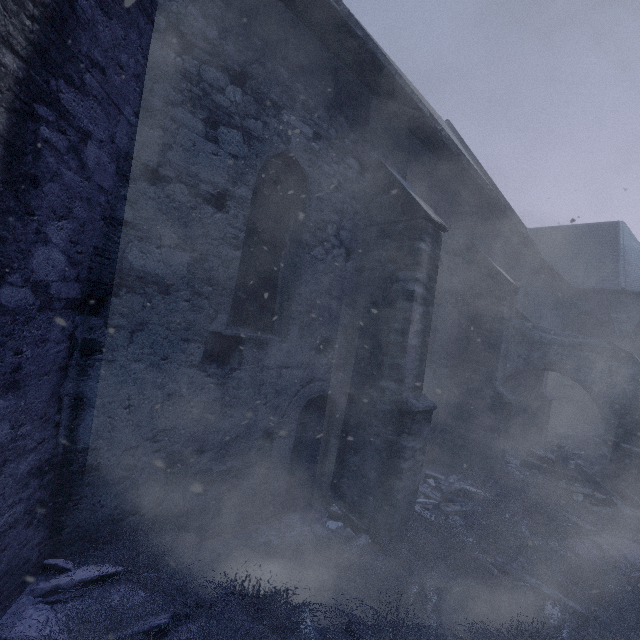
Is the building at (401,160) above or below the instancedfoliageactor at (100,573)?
above

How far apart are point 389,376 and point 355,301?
1.5m

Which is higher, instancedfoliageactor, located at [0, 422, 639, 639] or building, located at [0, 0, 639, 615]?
building, located at [0, 0, 639, 615]
